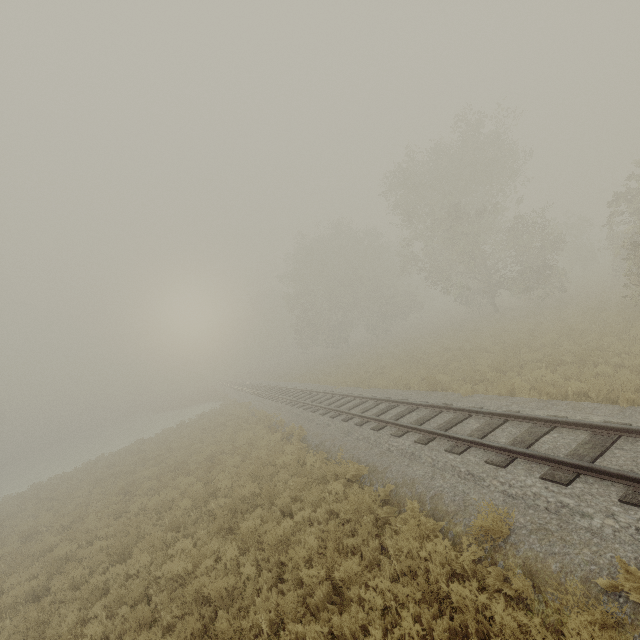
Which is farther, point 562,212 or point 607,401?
point 562,212
